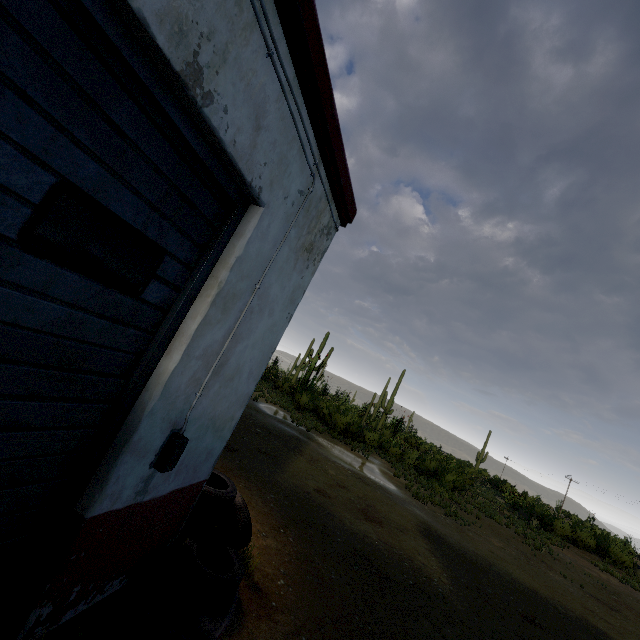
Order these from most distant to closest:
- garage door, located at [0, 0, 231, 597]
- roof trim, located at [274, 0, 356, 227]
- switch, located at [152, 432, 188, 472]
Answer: switch, located at [152, 432, 188, 472], roof trim, located at [274, 0, 356, 227], garage door, located at [0, 0, 231, 597]

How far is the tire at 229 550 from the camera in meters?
2.9

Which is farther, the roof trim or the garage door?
the roof trim

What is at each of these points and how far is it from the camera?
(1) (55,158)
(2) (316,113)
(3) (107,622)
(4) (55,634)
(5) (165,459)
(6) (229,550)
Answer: (1) garage door, 1.33m
(2) roof trim, 2.43m
(3) curb, 2.35m
(4) curb, 2.12m
(5) switch, 2.40m
(6) tire, 3.42m

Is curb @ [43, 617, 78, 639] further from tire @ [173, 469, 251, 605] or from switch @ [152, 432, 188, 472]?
switch @ [152, 432, 188, 472]

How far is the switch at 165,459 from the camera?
2.40m

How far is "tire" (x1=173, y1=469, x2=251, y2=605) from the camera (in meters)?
2.89

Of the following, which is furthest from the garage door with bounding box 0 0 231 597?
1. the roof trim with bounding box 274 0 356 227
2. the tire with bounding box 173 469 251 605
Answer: the tire with bounding box 173 469 251 605
